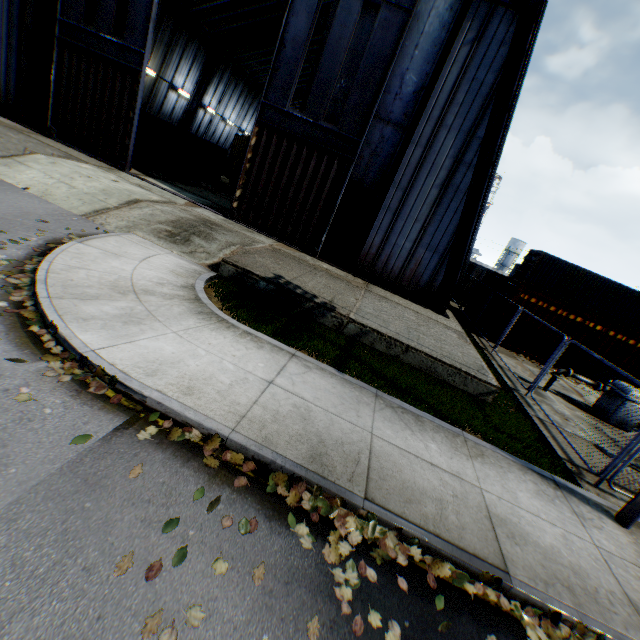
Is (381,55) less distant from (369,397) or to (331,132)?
(331,132)

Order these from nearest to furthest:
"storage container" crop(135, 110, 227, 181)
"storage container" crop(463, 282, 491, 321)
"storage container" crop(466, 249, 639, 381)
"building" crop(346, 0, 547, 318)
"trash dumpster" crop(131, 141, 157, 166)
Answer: "building" crop(346, 0, 547, 318) < "storage container" crop(466, 249, 639, 381) < "storage container" crop(463, 282, 491, 321) < "trash dumpster" crop(131, 141, 157, 166) < "storage container" crop(135, 110, 227, 181)

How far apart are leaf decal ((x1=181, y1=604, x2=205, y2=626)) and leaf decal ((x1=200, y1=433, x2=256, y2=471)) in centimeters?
116cm

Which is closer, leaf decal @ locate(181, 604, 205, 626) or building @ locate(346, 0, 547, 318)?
leaf decal @ locate(181, 604, 205, 626)

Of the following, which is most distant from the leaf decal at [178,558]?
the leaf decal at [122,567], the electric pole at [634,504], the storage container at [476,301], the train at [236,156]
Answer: the train at [236,156]

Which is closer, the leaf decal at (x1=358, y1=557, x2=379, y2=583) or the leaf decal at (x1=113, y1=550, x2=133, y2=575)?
the leaf decal at (x1=113, y1=550, x2=133, y2=575)

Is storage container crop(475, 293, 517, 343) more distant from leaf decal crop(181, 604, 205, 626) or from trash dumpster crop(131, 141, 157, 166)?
trash dumpster crop(131, 141, 157, 166)

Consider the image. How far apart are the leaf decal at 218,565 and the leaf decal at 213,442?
0.8m
